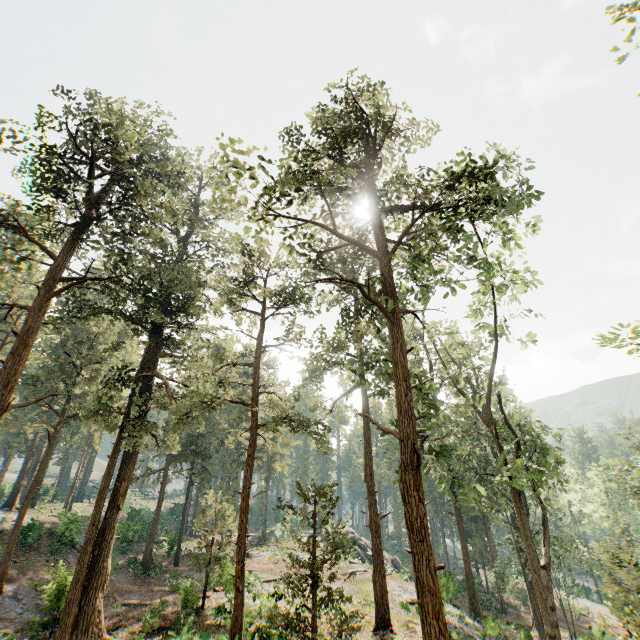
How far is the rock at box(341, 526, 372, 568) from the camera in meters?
39.3 m

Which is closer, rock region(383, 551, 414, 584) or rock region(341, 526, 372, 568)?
rock region(383, 551, 414, 584)

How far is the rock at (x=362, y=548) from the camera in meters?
39.3 m

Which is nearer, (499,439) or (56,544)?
(499,439)

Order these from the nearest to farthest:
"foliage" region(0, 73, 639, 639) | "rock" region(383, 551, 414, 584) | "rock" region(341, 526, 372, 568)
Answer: "foliage" region(0, 73, 639, 639)
"rock" region(383, 551, 414, 584)
"rock" region(341, 526, 372, 568)

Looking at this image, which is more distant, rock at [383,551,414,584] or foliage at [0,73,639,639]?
rock at [383,551,414,584]
